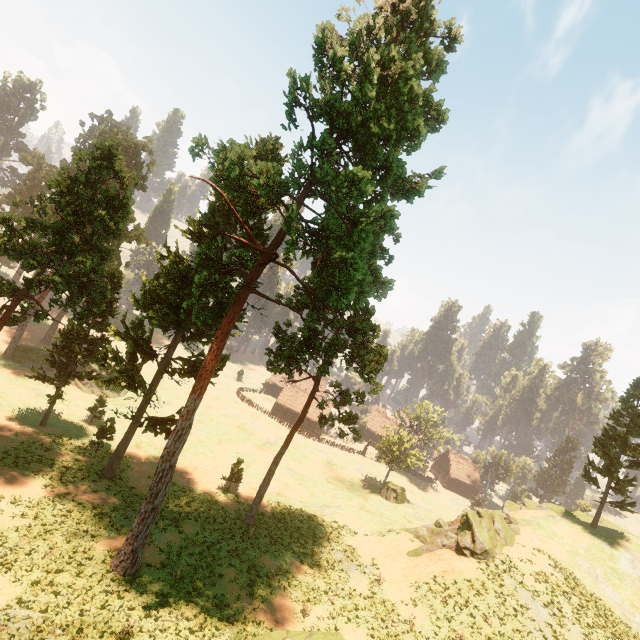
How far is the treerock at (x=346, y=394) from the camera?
28.00m

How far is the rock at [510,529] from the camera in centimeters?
2573cm

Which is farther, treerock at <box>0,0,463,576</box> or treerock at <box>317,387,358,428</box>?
treerock at <box>317,387,358,428</box>

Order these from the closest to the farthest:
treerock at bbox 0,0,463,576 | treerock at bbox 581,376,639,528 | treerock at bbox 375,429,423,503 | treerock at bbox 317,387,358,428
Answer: treerock at bbox 0,0,463,576 < treerock at bbox 317,387,358,428 < treerock at bbox 581,376,639,528 < treerock at bbox 375,429,423,503

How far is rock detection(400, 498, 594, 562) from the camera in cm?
2573

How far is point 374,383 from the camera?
24.9m

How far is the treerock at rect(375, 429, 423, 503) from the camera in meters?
47.2
